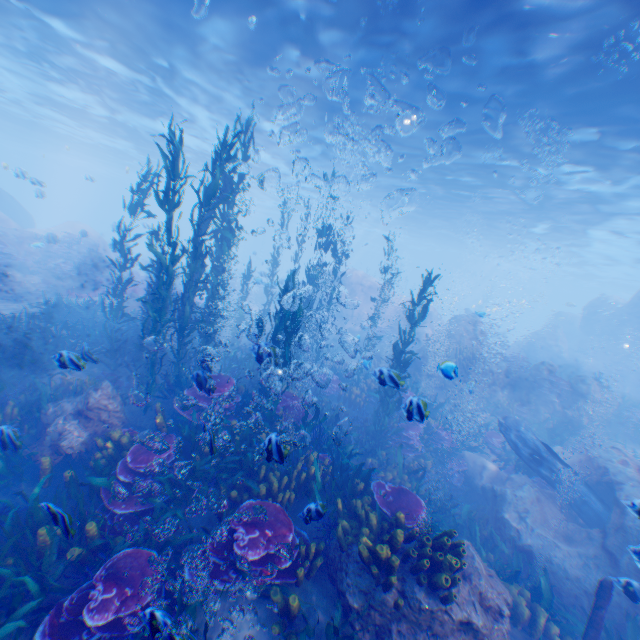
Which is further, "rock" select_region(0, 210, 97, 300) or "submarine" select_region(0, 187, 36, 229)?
"submarine" select_region(0, 187, 36, 229)

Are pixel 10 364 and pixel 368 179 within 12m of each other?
no

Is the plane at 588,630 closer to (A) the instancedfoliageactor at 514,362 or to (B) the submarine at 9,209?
(B) the submarine at 9,209

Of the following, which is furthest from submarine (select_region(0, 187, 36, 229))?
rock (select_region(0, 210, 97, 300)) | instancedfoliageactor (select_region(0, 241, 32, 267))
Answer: instancedfoliageactor (select_region(0, 241, 32, 267))

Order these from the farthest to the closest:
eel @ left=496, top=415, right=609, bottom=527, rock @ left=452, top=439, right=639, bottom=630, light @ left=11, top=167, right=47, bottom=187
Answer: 1. light @ left=11, top=167, right=47, bottom=187
2. eel @ left=496, top=415, right=609, bottom=527
3. rock @ left=452, top=439, right=639, bottom=630

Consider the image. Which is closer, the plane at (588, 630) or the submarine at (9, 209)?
the plane at (588, 630)

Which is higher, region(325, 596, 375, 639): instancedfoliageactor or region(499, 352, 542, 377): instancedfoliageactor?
region(499, 352, 542, 377): instancedfoliageactor

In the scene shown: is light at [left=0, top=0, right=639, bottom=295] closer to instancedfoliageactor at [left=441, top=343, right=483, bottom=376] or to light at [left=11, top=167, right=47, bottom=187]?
light at [left=11, top=167, right=47, bottom=187]
